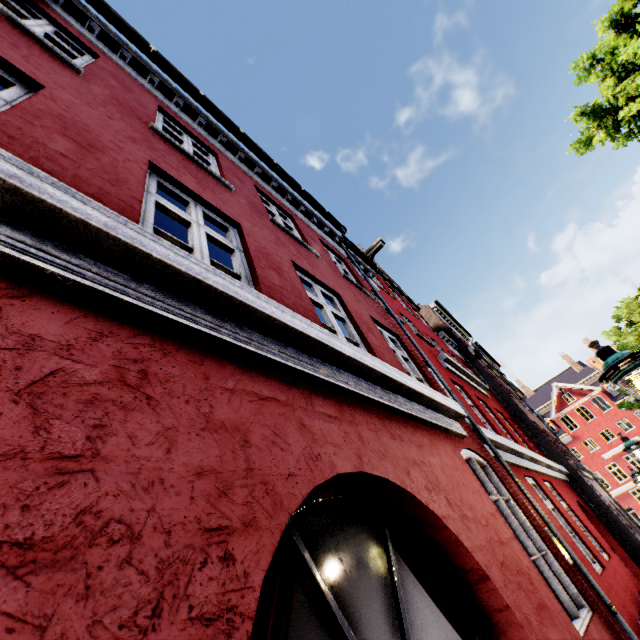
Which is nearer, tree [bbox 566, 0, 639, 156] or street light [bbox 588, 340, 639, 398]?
street light [bbox 588, 340, 639, 398]

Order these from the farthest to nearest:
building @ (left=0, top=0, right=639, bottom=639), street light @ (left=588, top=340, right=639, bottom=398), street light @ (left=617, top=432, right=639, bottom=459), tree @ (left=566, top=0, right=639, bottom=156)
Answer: street light @ (left=617, top=432, right=639, bottom=459) < tree @ (left=566, top=0, right=639, bottom=156) < street light @ (left=588, top=340, right=639, bottom=398) < building @ (left=0, top=0, right=639, bottom=639)

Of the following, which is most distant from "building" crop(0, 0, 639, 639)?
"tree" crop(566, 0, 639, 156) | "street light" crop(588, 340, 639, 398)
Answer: "tree" crop(566, 0, 639, 156)

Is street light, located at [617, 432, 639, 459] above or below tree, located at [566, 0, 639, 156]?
below

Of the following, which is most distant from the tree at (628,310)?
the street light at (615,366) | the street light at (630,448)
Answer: the street light at (630,448)

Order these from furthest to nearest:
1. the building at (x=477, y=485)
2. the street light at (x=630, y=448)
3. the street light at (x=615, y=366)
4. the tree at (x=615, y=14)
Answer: the street light at (x=630, y=448) → the tree at (x=615, y=14) → the street light at (x=615, y=366) → the building at (x=477, y=485)

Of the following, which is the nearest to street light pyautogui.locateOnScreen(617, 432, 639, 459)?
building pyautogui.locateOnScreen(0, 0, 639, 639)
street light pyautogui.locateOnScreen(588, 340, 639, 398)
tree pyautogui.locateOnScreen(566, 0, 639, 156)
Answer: building pyautogui.locateOnScreen(0, 0, 639, 639)

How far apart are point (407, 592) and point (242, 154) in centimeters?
793cm
